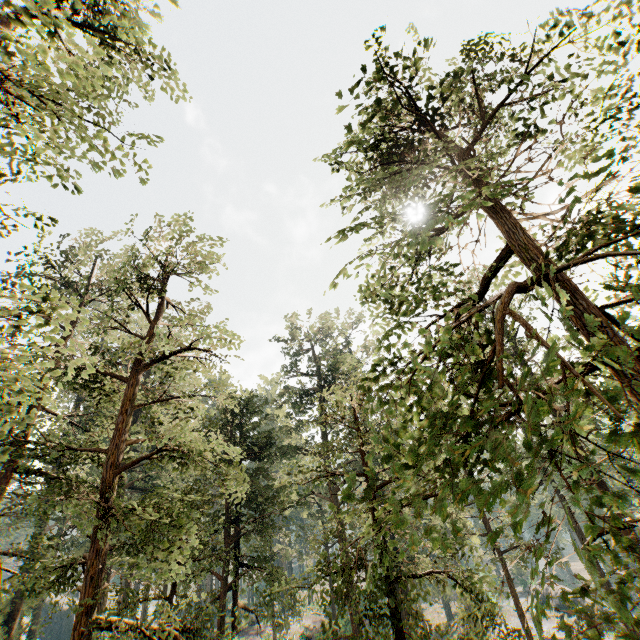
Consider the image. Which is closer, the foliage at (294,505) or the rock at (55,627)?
the foliage at (294,505)

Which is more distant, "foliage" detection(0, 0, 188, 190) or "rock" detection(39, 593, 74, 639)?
"rock" detection(39, 593, 74, 639)

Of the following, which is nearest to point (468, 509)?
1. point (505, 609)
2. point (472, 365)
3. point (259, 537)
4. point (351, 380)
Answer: point (351, 380)

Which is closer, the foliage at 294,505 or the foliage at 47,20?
the foliage at 294,505

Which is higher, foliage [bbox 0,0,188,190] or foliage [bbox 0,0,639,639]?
foliage [bbox 0,0,188,190]

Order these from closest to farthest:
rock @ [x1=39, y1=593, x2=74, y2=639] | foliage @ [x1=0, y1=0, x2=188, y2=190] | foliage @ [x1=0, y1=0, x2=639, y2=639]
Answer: foliage @ [x1=0, y1=0, x2=639, y2=639] → foliage @ [x1=0, y1=0, x2=188, y2=190] → rock @ [x1=39, y1=593, x2=74, y2=639]

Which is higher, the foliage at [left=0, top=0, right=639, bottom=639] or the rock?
the foliage at [left=0, top=0, right=639, bottom=639]
